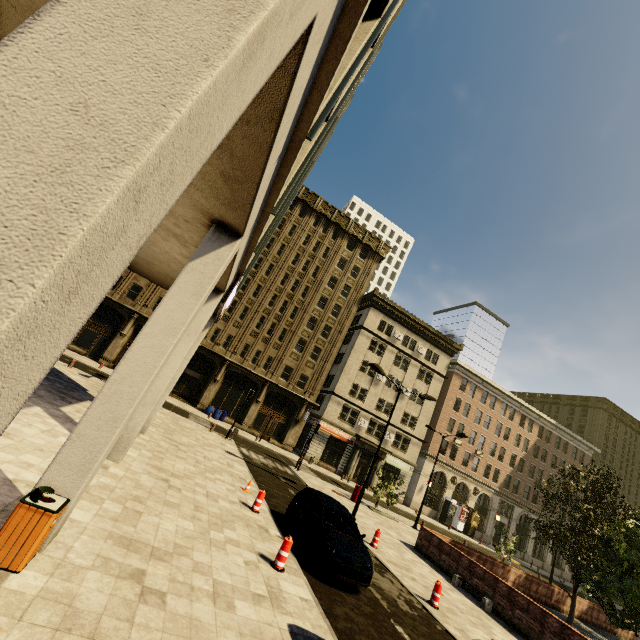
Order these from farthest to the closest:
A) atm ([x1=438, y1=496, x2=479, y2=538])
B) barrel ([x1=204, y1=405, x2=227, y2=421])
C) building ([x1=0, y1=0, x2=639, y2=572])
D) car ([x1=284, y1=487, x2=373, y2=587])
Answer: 1. atm ([x1=438, y1=496, x2=479, y2=538])
2. barrel ([x1=204, y1=405, x2=227, y2=421])
3. car ([x1=284, y1=487, x2=373, y2=587])
4. building ([x1=0, y1=0, x2=639, y2=572])

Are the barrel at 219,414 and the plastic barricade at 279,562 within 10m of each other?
no

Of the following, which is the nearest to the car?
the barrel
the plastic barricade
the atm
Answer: the plastic barricade

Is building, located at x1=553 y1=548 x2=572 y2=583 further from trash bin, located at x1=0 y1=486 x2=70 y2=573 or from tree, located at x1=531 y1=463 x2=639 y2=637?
tree, located at x1=531 y1=463 x2=639 y2=637

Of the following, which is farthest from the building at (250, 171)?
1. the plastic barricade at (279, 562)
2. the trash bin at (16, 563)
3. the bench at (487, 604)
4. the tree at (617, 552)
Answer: the bench at (487, 604)

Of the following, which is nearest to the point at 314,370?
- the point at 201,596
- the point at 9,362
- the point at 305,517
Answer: the point at 305,517

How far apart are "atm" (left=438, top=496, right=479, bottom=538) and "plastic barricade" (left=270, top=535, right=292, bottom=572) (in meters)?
41.07

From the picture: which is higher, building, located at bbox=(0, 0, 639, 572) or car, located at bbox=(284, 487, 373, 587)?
building, located at bbox=(0, 0, 639, 572)
